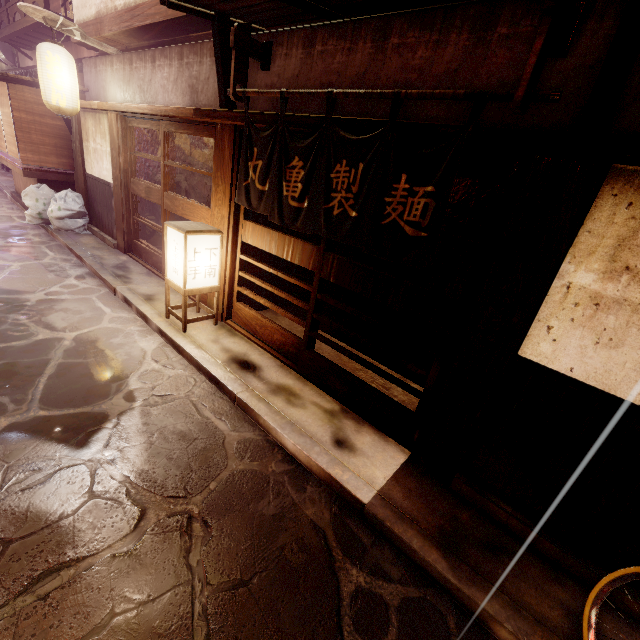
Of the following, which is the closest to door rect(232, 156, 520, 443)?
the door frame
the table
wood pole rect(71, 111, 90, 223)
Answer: the door frame

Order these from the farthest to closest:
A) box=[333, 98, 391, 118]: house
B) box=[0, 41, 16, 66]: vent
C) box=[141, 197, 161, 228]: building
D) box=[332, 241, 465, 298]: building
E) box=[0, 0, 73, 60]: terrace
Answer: box=[0, 41, 16, 66]: vent → box=[0, 0, 73, 60]: terrace → box=[141, 197, 161, 228]: building → box=[332, 241, 465, 298]: building → box=[333, 98, 391, 118]: house

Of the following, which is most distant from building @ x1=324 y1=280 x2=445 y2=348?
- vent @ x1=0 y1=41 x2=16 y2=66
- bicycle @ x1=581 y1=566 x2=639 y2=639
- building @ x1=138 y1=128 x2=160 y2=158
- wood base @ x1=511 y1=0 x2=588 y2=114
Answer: vent @ x1=0 y1=41 x2=16 y2=66

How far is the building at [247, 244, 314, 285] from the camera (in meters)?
9.71

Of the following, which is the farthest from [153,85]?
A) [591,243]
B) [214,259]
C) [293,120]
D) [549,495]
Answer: [549,495]

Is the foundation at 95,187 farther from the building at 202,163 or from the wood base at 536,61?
the wood base at 536,61

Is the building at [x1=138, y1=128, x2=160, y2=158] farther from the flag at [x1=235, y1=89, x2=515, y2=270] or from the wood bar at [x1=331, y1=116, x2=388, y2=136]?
the flag at [x1=235, y1=89, x2=515, y2=270]

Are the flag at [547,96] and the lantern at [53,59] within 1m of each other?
no
